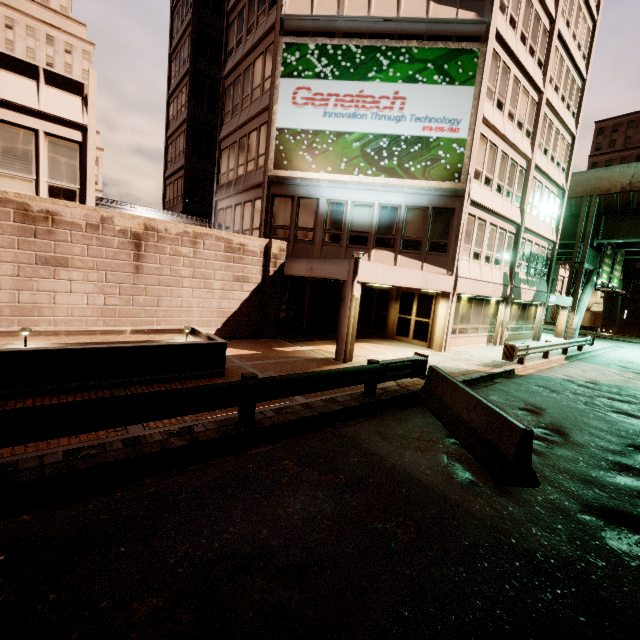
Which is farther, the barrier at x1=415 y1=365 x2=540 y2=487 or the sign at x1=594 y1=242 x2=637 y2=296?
the sign at x1=594 y1=242 x2=637 y2=296

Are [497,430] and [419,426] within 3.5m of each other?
yes

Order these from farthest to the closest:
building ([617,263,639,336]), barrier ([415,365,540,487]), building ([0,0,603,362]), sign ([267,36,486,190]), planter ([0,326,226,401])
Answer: building ([617,263,639,336]) → sign ([267,36,486,190]) → building ([0,0,603,362]) → planter ([0,326,226,401]) → barrier ([415,365,540,487])

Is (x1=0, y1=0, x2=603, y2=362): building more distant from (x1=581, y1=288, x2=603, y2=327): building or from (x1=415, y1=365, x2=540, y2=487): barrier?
(x1=581, y1=288, x2=603, y2=327): building

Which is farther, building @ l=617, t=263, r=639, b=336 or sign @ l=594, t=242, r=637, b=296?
building @ l=617, t=263, r=639, b=336

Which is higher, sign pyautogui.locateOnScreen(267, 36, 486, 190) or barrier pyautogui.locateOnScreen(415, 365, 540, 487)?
sign pyautogui.locateOnScreen(267, 36, 486, 190)

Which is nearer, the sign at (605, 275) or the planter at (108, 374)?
the planter at (108, 374)

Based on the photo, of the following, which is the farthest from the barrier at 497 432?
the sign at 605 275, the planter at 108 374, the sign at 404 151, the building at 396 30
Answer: the sign at 605 275
